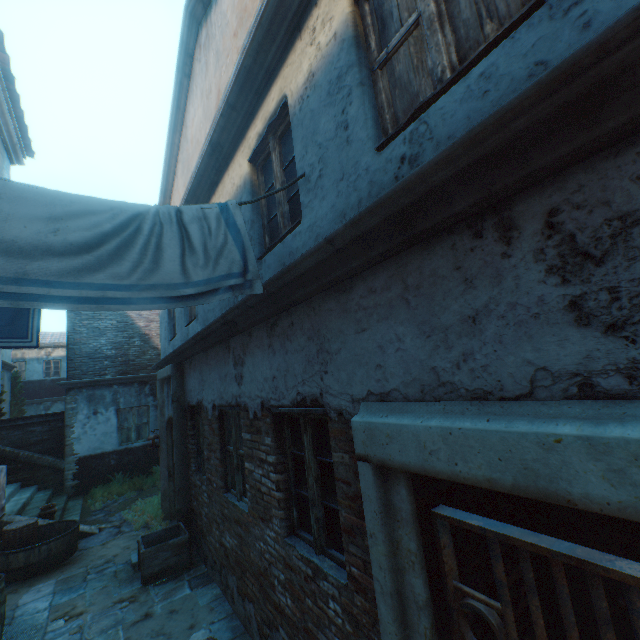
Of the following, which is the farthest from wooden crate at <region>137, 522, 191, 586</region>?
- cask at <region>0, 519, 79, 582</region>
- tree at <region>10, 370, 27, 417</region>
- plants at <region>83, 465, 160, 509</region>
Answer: tree at <region>10, 370, 27, 417</region>

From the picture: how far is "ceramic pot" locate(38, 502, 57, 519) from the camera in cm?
773

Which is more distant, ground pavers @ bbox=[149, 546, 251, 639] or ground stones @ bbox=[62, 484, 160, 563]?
ground stones @ bbox=[62, 484, 160, 563]

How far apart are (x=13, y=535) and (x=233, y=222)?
8.3 meters

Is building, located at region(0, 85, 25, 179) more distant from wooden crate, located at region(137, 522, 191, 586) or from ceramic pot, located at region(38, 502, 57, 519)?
ceramic pot, located at region(38, 502, 57, 519)

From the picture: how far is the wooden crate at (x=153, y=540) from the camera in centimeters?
540cm

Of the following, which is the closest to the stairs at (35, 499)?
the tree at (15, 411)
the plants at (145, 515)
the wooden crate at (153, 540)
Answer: the plants at (145, 515)

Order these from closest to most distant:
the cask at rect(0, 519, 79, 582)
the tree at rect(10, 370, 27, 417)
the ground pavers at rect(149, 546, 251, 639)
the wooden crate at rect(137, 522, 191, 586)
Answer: the ground pavers at rect(149, 546, 251, 639), the wooden crate at rect(137, 522, 191, 586), the cask at rect(0, 519, 79, 582), the tree at rect(10, 370, 27, 417)
